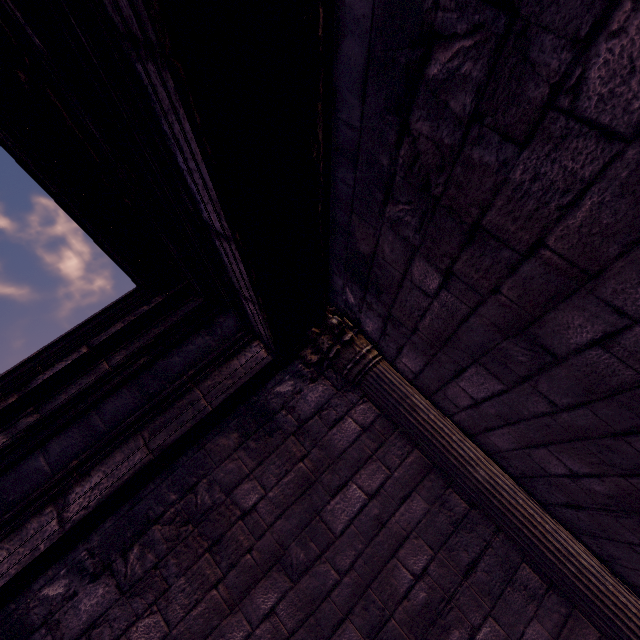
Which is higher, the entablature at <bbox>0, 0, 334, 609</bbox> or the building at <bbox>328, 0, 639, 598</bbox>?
the entablature at <bbox>0, 0, 334, 609</bbox>

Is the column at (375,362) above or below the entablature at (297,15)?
below

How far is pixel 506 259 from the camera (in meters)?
1.46

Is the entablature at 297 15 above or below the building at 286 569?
above

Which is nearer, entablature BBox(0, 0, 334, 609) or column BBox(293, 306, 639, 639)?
entablature BBox(0, 0, 334, 609)

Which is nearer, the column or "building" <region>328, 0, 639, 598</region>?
"building" <region>328, 0, 639, 598</region>

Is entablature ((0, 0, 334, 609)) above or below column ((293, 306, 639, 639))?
above
